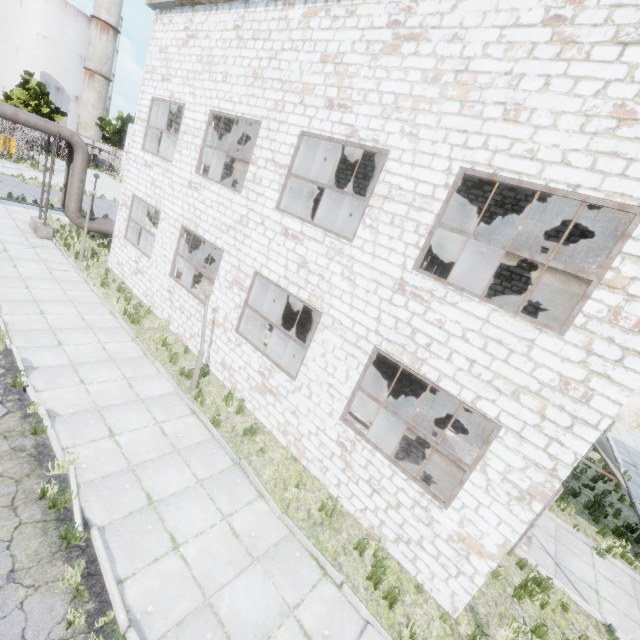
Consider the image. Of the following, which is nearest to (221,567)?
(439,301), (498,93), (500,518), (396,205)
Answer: (500,518)

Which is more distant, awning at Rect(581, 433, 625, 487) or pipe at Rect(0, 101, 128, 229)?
pipe at Rect(0, 101, 128, 229)

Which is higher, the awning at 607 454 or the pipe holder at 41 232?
the awning at 607 454

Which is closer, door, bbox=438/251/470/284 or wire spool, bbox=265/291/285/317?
door, bbox=438/251/470/284

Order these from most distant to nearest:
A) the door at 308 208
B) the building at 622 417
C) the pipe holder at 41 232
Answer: the door at 308 208, the pipe holder at 41 232, the building at 622 417

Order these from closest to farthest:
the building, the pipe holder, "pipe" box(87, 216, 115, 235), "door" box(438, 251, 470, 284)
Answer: the building
"door" box(438, 251, 470, 284)
the pipe holder
"pipe" box(87, 216, 115, 235)

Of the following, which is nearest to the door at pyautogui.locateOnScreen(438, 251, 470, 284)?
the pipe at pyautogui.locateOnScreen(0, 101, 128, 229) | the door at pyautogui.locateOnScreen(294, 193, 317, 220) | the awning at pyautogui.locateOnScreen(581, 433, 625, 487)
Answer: the awning at pyautogui.locateOnScreen(581, 433, 625, 487)

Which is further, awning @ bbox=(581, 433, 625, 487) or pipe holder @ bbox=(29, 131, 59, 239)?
pipe holder @ bbox=(29, 131, 59, 239)
